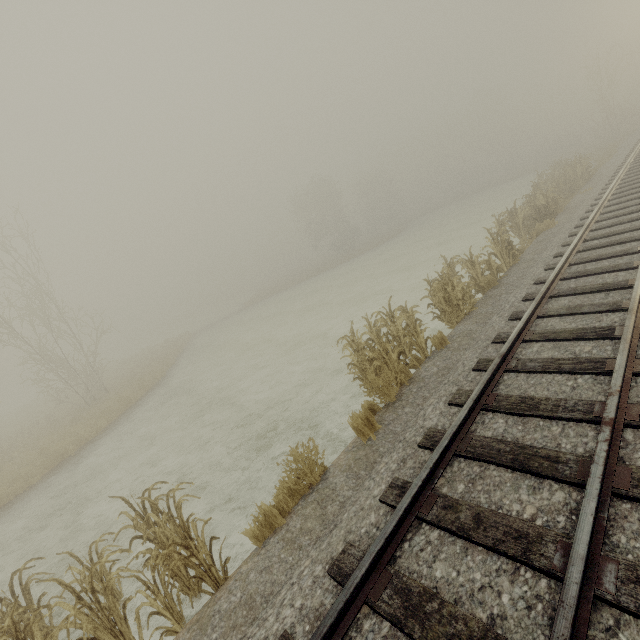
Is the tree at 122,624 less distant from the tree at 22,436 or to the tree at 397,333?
the tree at 397,333

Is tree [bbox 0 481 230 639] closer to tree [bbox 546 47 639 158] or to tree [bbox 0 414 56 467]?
tree [bbox 0 414 56 467]

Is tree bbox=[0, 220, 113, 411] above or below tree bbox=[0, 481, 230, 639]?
above

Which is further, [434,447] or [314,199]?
[314,199]

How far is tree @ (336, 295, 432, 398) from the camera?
6.6 meters

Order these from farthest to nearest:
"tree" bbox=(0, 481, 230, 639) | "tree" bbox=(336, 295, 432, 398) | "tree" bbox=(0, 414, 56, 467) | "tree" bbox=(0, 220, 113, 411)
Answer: "tree" bbox=(0, 220, 113, 411)
"tree" bbox=(0, 414, 56, 467)
"tree" bbox=(336, 295, 432, 398)
"tree" bbox=(0, 481, 230, 639)

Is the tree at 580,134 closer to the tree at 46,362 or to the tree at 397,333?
the tree at 397,333

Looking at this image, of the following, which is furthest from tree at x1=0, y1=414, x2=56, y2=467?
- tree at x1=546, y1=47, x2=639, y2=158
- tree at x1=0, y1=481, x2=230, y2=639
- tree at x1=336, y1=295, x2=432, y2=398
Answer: tree at x1=546, y1=47, x2=639, y2=158
